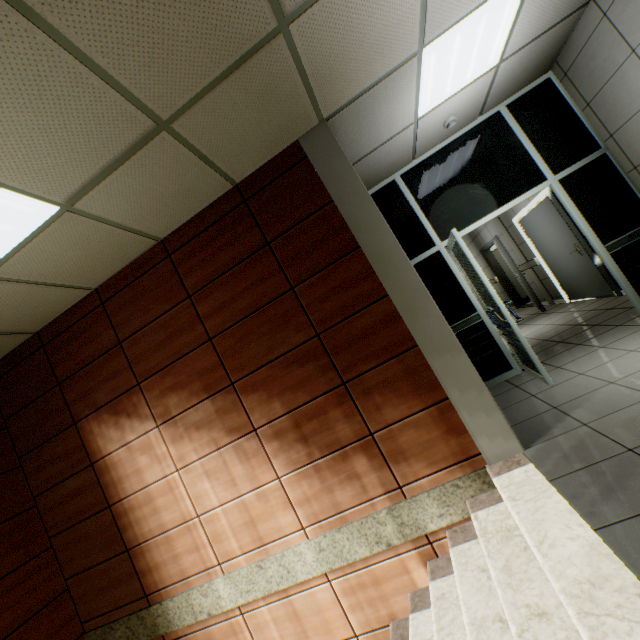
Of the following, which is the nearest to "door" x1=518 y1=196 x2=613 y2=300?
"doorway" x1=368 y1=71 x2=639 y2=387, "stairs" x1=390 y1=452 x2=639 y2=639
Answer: "doorway" x1=368 y1=71 x2=639 y2=387

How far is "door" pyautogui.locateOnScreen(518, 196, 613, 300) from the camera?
5.6 meters

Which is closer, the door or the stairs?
the stairs

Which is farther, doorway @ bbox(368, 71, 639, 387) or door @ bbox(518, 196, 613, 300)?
door @ bbox(518, 196, 613, 300)

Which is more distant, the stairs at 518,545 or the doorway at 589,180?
the doorway at 589,180

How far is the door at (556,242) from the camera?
5.6m

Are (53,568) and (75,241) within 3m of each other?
no
